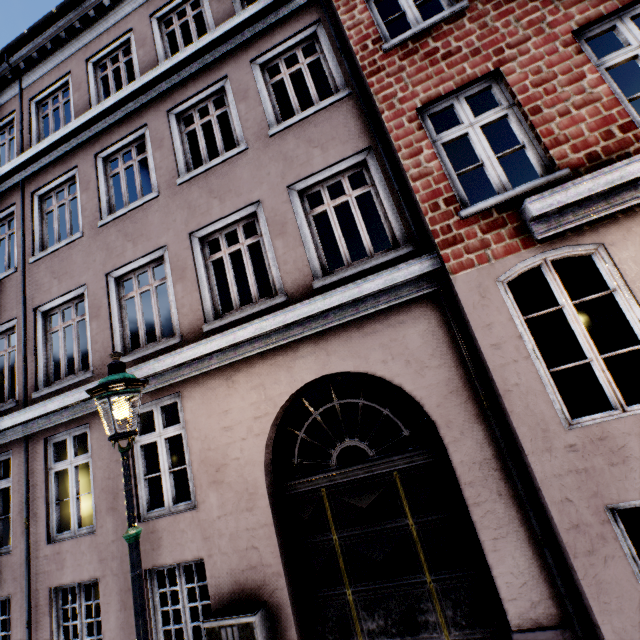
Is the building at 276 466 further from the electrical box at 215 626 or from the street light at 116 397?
the street light at 116 397

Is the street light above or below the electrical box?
above

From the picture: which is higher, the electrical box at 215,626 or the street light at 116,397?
the street light at 116,397

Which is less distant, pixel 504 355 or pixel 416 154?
pixel 504 355

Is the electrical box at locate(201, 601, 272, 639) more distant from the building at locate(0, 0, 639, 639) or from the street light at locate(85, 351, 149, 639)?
the street light at locate(85, 351, 149, 639)

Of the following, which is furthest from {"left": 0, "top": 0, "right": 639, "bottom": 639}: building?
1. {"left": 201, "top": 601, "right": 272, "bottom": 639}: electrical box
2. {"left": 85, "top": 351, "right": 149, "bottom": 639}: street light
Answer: {"left": 85, "top": 351, "right": 149, "bottom": 639}: street light
